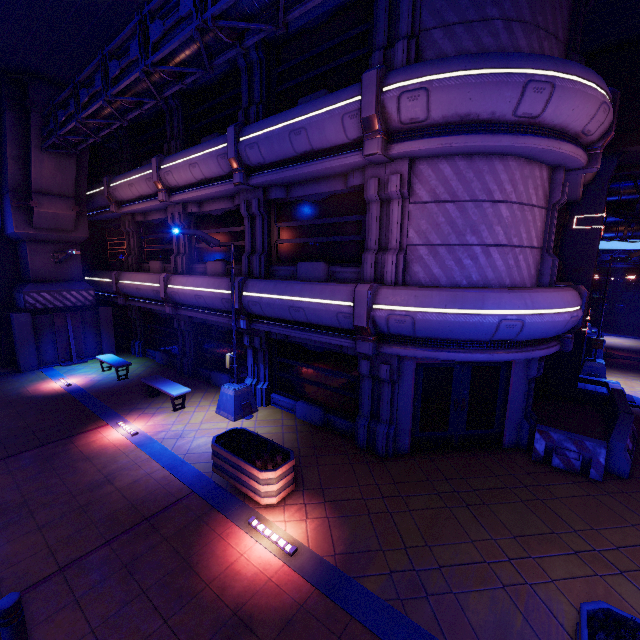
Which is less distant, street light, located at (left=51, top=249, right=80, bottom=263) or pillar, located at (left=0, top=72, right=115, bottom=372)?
pillar, located at (left=0, top=72, right=115, bottom=372)

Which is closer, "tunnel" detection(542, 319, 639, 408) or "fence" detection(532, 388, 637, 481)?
"fence" detection(532, 388, 637, 481)

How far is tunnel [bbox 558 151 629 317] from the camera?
11.5m

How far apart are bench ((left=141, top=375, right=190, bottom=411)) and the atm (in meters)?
18.30

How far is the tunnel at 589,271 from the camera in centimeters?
1150cm

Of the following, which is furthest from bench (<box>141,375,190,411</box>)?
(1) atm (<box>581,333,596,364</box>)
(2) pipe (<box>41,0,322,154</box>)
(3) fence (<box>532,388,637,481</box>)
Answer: (1) atm (<box>581,333,596,364</box>)

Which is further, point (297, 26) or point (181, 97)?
point (181, 97)

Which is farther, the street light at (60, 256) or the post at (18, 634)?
the street light at (60, 256)
